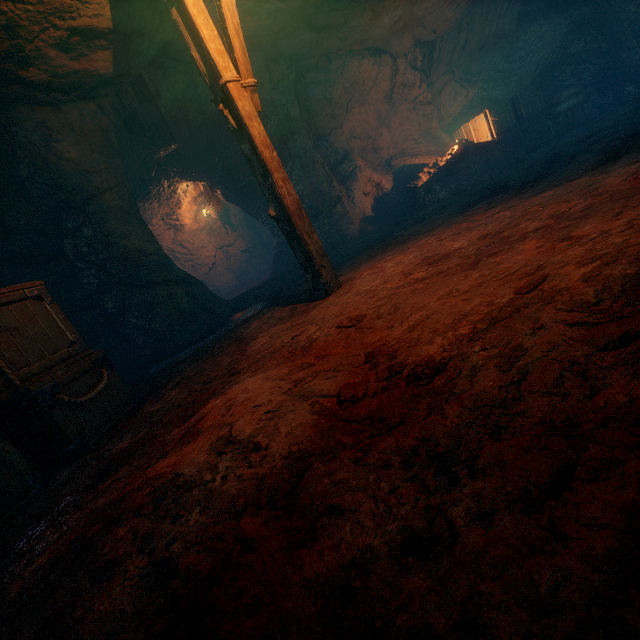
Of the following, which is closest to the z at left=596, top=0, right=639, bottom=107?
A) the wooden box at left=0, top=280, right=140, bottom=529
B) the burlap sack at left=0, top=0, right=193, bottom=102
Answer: the burlap sack at left=0, top=0, right=193, bottom=102

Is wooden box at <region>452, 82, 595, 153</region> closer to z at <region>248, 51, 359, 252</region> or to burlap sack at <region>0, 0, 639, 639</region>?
burlap sack at <region>0, 0, 639, 639</region>

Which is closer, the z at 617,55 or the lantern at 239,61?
the lantern at 239,61

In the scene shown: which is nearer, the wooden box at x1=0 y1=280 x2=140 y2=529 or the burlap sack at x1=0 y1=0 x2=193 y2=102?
the wooden box at x1=0 y1=280 x2=140 y2=529

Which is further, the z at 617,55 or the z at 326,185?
the z at 617,55

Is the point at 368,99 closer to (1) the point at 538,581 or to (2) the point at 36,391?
(2) the point at 36,391

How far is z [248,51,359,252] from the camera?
8.4 meters

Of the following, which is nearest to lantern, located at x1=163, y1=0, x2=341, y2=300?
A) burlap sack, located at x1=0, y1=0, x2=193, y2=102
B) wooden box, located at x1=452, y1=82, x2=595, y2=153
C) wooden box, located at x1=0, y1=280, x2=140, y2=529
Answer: burlap sack, located at x1=0, y1=0, x2=193, y2=102
